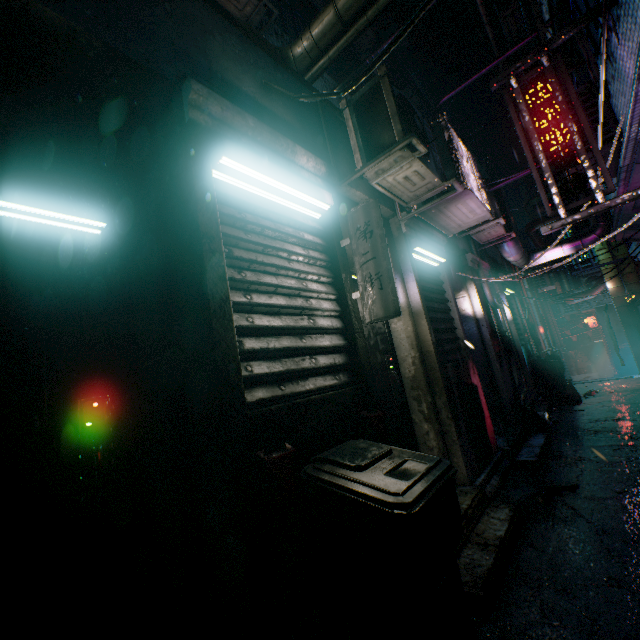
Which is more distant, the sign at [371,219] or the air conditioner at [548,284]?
the air conditioner at [548,284]

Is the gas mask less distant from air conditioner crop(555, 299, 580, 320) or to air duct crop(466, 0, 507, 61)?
air duct crop(466, 0, 507, 61)

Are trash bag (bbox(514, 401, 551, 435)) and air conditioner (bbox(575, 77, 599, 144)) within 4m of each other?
yes

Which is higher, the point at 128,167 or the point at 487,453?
the point at 128,167

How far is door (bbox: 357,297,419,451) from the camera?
2.9m

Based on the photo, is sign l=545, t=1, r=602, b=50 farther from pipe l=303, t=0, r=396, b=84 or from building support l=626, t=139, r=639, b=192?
pipe l=303, t=0, r=396, b=84

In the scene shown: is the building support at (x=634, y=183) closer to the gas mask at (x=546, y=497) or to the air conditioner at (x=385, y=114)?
the air conditioner at (x=385, y=114)

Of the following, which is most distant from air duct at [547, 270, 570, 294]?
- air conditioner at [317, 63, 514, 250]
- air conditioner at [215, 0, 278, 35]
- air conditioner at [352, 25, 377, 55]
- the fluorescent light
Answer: the fluorescent light
